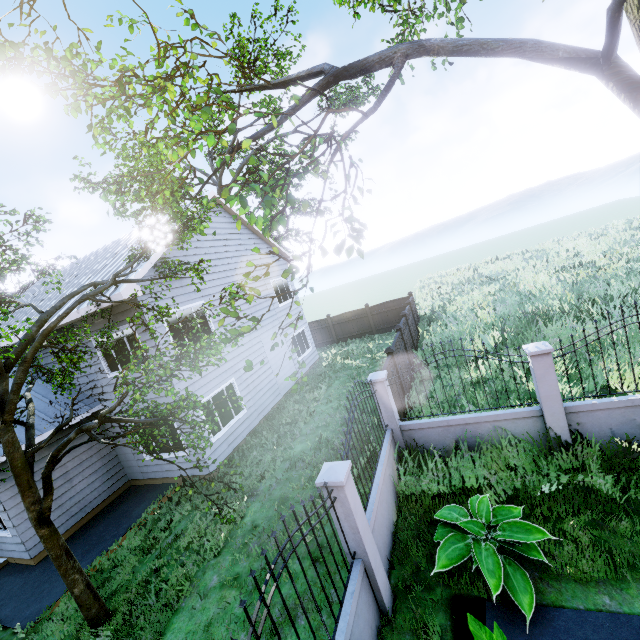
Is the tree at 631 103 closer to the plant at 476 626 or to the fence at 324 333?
the fence at 324 333

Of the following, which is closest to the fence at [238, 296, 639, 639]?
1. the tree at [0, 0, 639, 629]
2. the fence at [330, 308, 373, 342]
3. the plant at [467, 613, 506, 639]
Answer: the plant at [467, 613, 506, 639]

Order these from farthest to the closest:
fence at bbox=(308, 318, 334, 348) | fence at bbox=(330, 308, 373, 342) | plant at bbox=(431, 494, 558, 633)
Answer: fence at bbox=(308, 318, 334, 348)
fence at bbox=(330, 308, 373, 342)
plant at bbox=(431, 494, 558, 633)

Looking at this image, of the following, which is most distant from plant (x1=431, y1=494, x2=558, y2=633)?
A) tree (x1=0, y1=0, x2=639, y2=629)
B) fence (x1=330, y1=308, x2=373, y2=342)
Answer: fence (x1=330, y1=308, x2=373, y2=342)

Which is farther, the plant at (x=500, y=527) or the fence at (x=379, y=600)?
the plant at (x=500, y=527)

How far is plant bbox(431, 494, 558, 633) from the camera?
4.41m

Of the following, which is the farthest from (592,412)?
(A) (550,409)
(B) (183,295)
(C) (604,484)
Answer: (B) (183,295)
